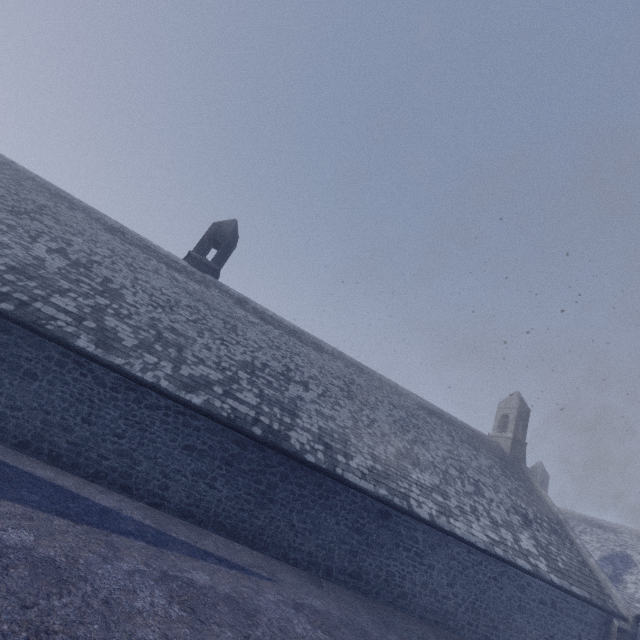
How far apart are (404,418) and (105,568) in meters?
14.0 m
